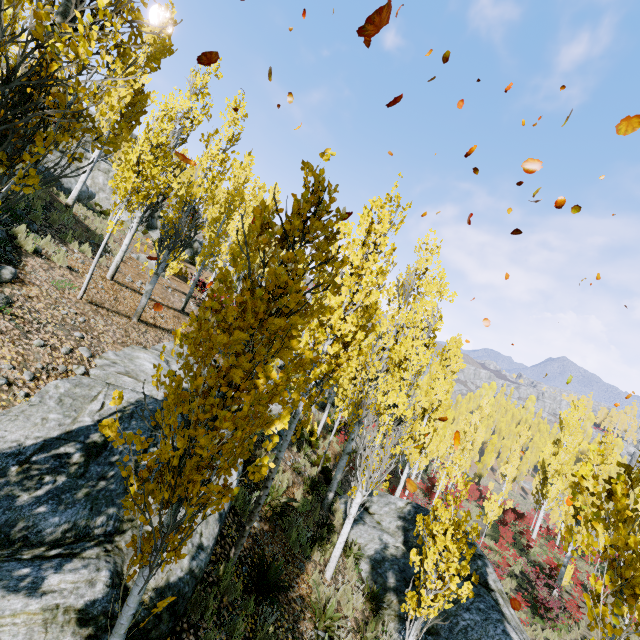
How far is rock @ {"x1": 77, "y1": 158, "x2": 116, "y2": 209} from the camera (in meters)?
20.47

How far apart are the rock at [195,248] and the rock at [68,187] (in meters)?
12.07

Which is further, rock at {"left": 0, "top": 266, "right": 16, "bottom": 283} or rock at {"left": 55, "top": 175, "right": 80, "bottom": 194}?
rock at {"left": 55, "top": 175, "right": 80, "bottom": 194}

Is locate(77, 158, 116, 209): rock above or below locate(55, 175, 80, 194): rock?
above

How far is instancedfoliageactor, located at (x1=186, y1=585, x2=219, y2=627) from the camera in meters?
4.1

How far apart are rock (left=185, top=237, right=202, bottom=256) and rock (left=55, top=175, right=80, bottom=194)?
12.1m

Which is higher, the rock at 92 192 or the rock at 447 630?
the rock at 92 192

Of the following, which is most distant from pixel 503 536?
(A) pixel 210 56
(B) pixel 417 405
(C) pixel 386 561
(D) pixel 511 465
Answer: (A) pixel 210 56
